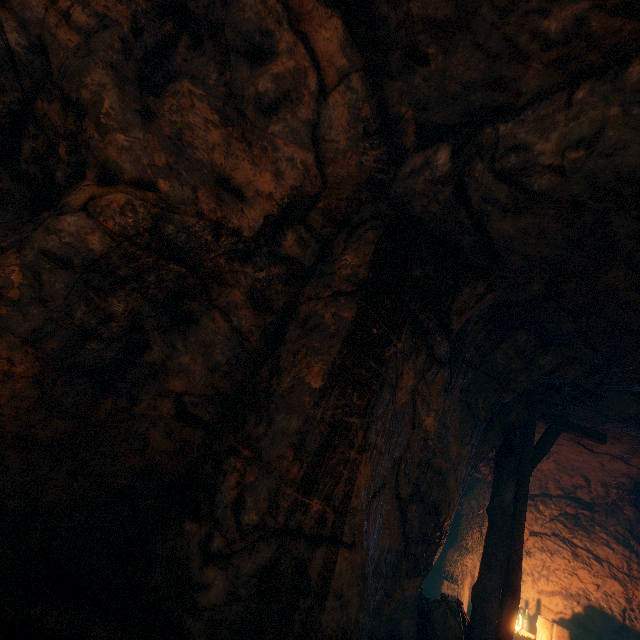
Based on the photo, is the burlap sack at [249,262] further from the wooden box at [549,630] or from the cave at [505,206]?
the wooden box at [549,630]

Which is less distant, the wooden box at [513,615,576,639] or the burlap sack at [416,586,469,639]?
the burlap sack at [416,586,469,639]

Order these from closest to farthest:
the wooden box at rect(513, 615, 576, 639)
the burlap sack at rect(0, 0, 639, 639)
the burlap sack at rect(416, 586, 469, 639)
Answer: the burlap sack at rect(0, 0, 639, 639) < the burlap sack at rect(416, 586, 469, 639) < the wooden box at rect(513, 615, 576, 639)

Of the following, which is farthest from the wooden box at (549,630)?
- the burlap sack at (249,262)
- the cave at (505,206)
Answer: the burlap sack at (249,262)

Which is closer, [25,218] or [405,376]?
[25,218]

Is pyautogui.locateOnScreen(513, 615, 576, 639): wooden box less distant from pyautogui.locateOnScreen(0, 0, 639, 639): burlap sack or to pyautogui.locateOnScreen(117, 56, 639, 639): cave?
pyautogui.locateOnScreen(117, 56, 639, 639): cave

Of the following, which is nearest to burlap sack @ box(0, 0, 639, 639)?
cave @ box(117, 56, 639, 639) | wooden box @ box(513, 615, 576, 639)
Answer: cave @ box(117, 56, 639, 639)
